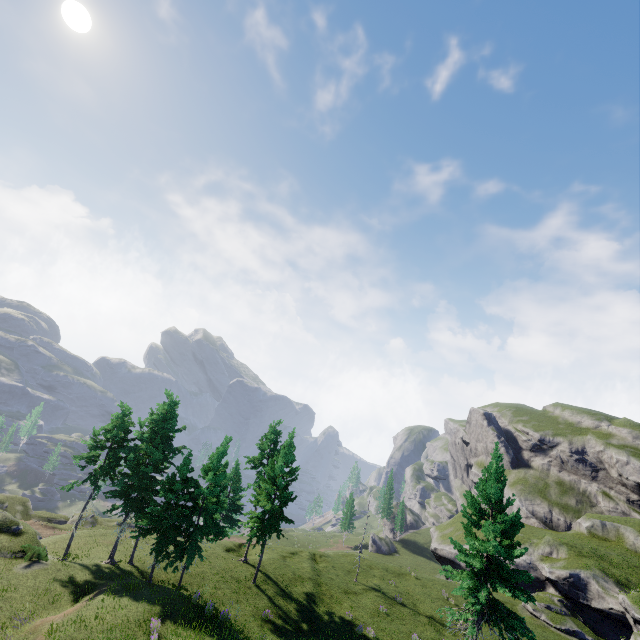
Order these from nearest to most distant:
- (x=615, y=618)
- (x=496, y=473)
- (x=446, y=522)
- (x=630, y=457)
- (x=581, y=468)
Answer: (x=496, y=473) → (x=615, y=618) → (x=630, y=457) → (x=446, y=522) → (x=581, y=468)
